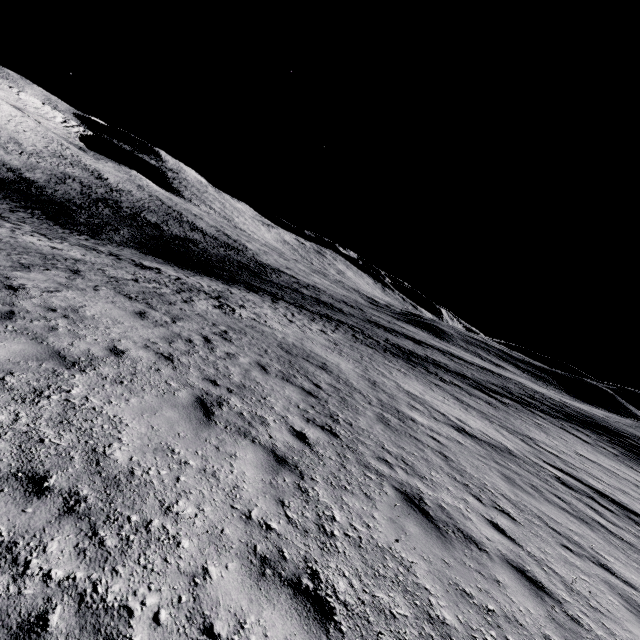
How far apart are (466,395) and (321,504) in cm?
2118
